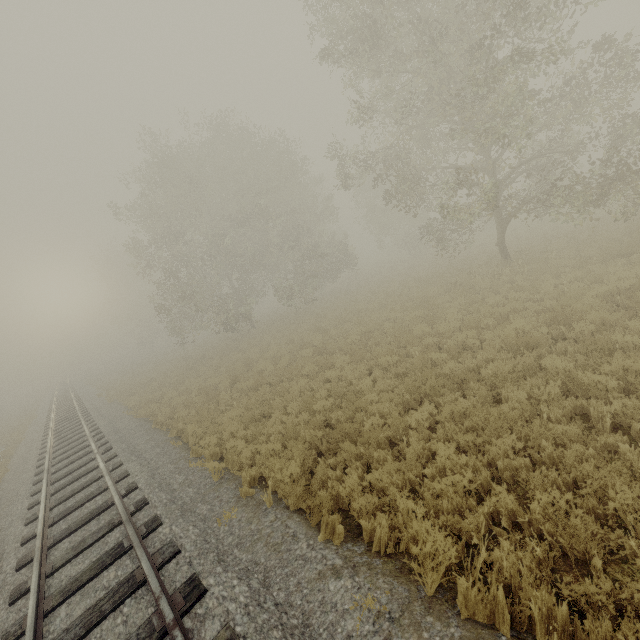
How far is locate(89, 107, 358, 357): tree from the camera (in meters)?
23.44

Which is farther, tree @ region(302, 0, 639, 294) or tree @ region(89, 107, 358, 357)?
tree @ region(89, 107, 358, 357)

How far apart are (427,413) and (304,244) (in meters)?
20.29

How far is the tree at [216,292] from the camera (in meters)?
23.44

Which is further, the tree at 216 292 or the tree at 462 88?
the tree at 216 292
